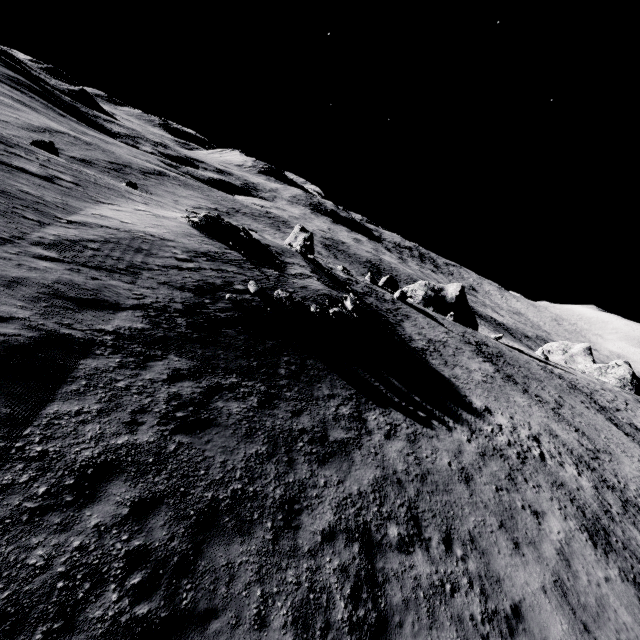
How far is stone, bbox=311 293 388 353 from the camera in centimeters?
1745cm

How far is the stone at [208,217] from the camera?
21.5 meters

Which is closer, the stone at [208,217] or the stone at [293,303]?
the stone at [293,303]

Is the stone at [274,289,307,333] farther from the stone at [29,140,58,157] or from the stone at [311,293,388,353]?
the stone at [29,140,58,157]

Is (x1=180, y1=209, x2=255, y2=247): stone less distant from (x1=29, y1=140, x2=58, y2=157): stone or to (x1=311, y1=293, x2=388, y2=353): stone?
(x1=311, y1=293, x2=388, y2=353): stone

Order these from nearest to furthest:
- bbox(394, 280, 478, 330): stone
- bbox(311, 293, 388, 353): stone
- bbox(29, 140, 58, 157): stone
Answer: bbox(311, 293, 388, 353): stone, bbox(29, 140, 58, 157): stone, bbox(394, 280, 478, 330): stone

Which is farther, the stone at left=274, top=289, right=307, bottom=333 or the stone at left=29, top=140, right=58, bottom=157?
the stone at left=29, top=140, right=58, bottom=157

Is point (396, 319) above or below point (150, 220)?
below
